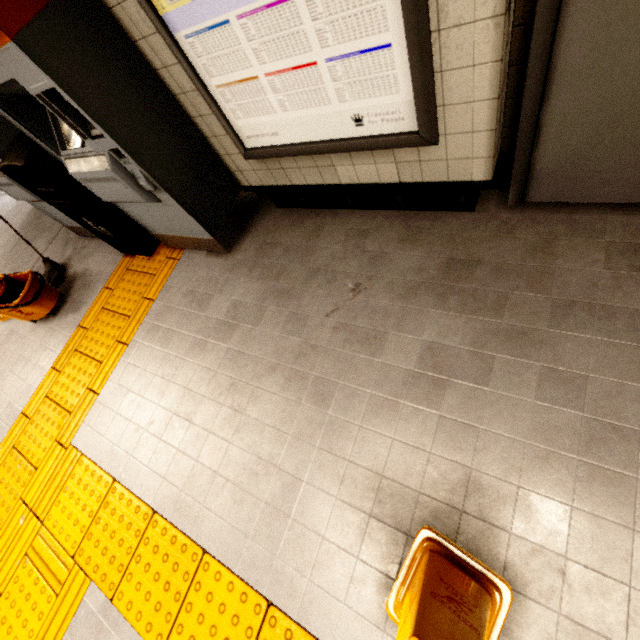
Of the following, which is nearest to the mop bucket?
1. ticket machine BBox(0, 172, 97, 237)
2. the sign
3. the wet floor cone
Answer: ticket machine BBox(0, 172, 97, 237)

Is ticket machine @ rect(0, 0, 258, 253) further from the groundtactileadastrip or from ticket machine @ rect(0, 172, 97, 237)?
ticket machine @ rect(0, 172, 97, 237)

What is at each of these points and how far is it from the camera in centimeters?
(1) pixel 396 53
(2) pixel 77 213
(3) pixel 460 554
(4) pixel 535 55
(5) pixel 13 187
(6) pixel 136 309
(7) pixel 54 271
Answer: (1) sign, 130cm
(2) trash can, 288cm
(3) wet floor cone, 130cm
(4) door frame, 128cm
(5) ticket machine, 309cm
(6) groundtactileadastrip, 296cm
(7) mop, 379cm

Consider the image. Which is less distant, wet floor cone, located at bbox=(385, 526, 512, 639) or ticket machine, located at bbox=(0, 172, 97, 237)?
wet floor cone, located at bbox=(385, 526, 512, 639)

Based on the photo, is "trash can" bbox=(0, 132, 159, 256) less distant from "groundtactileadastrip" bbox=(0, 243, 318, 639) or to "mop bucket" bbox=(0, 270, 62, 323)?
"groundtactileadastrip" bbox=(0, 243, 318, 639)

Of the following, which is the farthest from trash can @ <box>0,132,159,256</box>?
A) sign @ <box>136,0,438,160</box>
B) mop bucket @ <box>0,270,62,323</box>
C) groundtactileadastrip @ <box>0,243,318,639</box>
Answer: sign @ <box>136,0,438,160</box>

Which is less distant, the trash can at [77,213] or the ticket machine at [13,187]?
the trash can at [77,213]

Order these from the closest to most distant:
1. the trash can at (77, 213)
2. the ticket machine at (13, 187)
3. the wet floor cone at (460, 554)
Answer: the wet floor cone at (460, 554) → the trash can at (77, 213) → the ticket machine at (13, 187)
